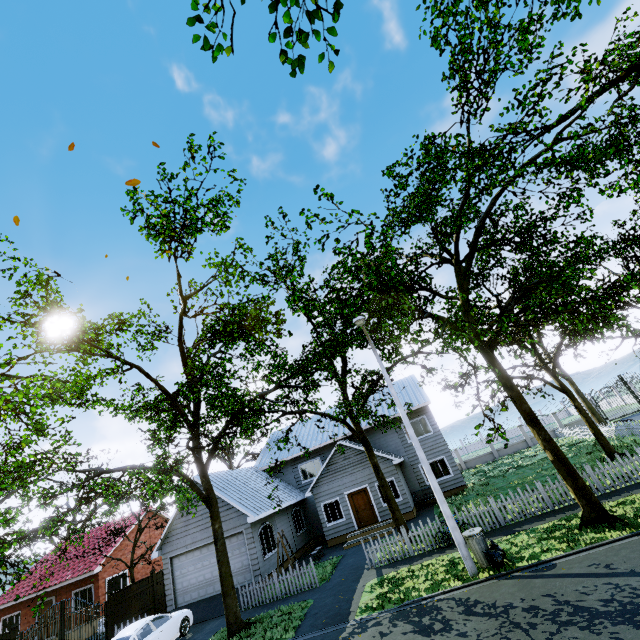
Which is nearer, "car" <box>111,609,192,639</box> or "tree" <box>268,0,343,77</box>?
"tree" <box>268,0,343,77</box>

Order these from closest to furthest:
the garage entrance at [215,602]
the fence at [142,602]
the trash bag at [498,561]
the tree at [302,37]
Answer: the tree at [302,37], the trash bag at [498,561], the garage entrance at [215,602], the fence at [142,602]

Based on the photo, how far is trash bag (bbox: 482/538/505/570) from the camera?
9.8 meters

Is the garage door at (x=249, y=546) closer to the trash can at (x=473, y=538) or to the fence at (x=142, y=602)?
the fence at (x=142, y=602)

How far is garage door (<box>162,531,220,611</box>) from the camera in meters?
17.7 m

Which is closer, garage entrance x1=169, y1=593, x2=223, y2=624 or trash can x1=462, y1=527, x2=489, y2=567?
trash can x1=462, y1=527, x2=489, y2=567

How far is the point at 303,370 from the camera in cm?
2019

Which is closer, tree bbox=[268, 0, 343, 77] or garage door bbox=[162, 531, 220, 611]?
tree bbox=[268, 0, 343, 77]
